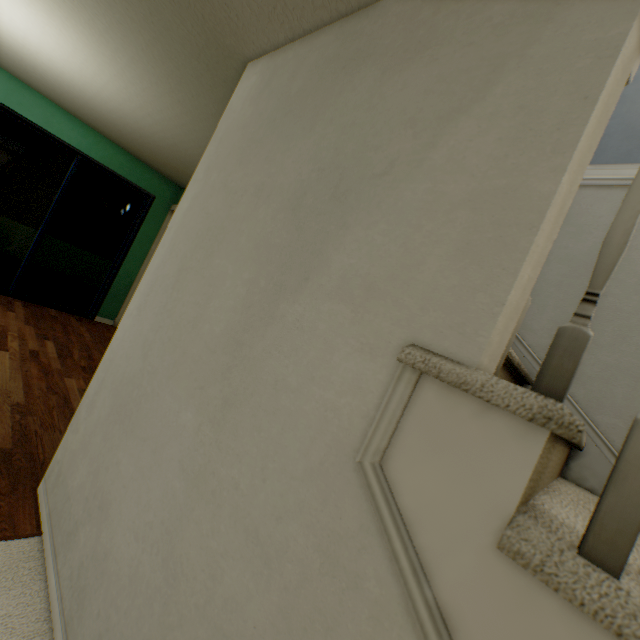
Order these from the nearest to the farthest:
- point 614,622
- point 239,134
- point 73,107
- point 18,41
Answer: point 614,622, point 239,134, point 18,41, point 73,107
